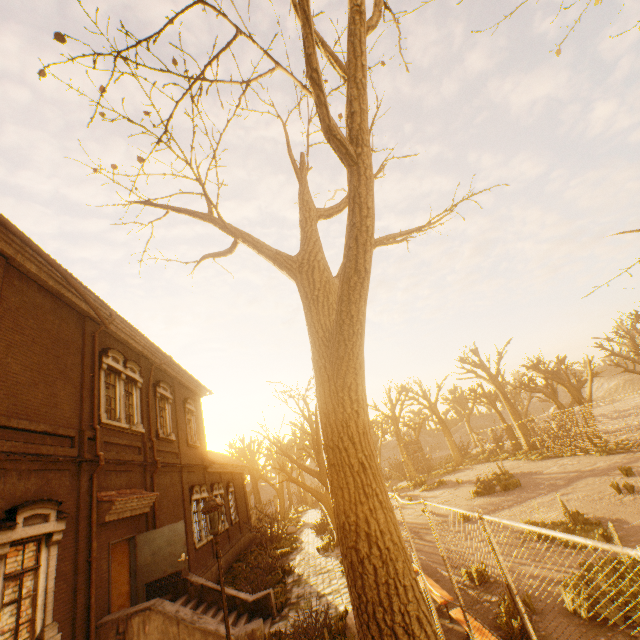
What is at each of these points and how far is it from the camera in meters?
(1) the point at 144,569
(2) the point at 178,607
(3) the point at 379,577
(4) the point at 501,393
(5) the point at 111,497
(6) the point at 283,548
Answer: (1) door, 10.6
(2) stairs, 8.8
(3) tree, 3.6
(4) tree, 33.0
(5) awning, 9.6
(6) instancedfoliageactor, 19.5

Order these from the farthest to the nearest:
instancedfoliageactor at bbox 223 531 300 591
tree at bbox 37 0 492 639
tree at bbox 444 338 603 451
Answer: tree at bbox 444 338 603 451, instancedfoliageactor at bbox 223 531 300 591, tree at bbox 37 0 492 639

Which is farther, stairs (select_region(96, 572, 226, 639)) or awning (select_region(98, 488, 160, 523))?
awning (select_region(98, 488, 160, 523))

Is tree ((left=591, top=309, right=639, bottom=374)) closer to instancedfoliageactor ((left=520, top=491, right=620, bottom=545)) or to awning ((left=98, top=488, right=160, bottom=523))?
awning ((left=98, top=488, right=160, bottom=523))

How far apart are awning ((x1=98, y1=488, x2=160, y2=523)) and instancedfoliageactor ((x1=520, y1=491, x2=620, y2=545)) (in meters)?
13.09

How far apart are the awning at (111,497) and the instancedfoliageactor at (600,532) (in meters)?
13.09

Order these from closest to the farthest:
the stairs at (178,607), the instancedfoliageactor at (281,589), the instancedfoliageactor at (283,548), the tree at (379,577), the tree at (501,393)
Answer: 1. the tree at (379,577)
2. the stairs at (178,607)
3. the instancedfoliageactor at (281,589)
4. the instancedfoliageactor at (283,548)
5. the tree at (501,393)

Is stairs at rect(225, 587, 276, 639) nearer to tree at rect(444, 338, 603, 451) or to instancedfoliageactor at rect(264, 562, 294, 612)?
instancedfoliageactor at rect(264, 562, 294, 612)
